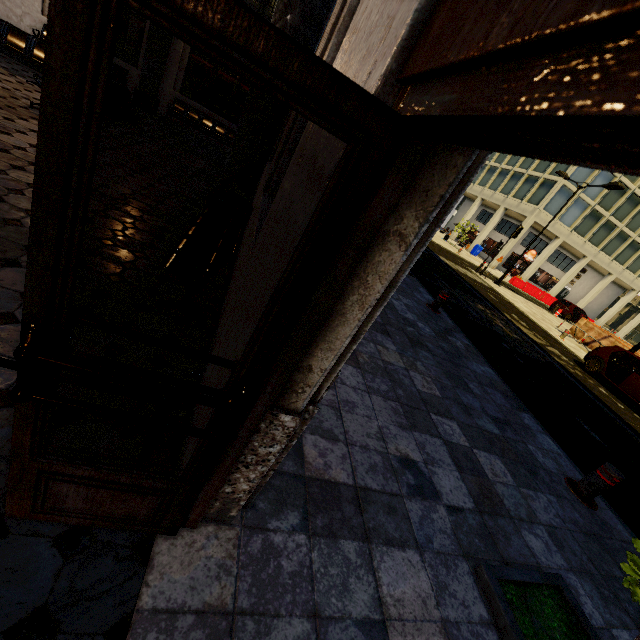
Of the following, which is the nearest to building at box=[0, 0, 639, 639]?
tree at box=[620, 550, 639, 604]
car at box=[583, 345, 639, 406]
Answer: tree at box=[620, 550, 639, 604]

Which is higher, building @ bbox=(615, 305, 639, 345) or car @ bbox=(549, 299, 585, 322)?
building @ bbox=(615, 305, 639, 345)

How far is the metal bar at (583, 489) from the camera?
4.1m

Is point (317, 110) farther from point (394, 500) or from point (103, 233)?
point (103, 233)

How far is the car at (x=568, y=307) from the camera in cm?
2715

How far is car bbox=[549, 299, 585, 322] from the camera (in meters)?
27.15

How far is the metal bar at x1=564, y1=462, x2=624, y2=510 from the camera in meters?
4.1

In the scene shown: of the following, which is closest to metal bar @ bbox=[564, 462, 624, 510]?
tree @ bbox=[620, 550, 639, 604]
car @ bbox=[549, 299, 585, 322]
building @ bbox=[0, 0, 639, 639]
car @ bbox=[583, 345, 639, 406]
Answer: tree @ bbox=[620, 550, 639, 604]
